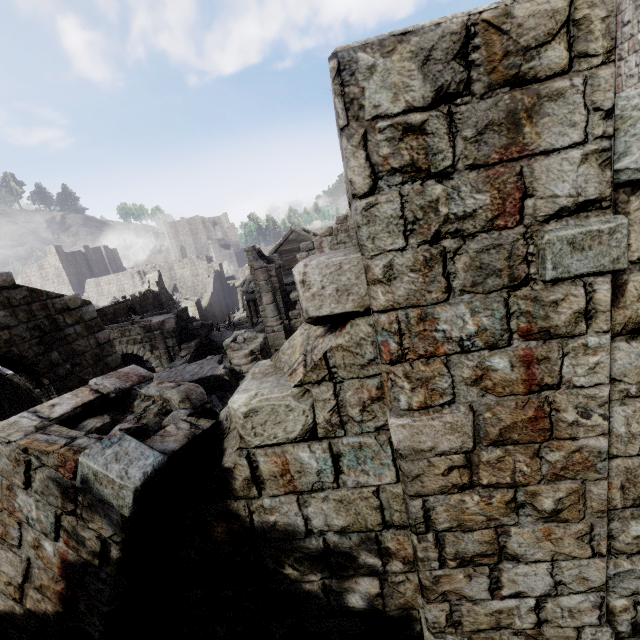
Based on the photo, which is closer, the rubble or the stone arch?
the rubble

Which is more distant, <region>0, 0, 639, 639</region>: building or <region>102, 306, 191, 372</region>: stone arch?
<region>102, 306, 191, 372</region>: stone arch

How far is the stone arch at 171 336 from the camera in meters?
16.7

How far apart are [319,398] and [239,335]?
11.27m

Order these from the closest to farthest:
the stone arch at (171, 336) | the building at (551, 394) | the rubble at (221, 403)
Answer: the building at (551, 394)
the rubble at (221, 403)
the stone arch at (171, 336)

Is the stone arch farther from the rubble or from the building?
the rubble

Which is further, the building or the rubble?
the rubble

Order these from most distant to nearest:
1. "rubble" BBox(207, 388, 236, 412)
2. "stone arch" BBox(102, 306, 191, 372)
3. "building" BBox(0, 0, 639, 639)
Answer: "stone arch" BBox(102, 306, 191, 372) < "rubble" BBox(207, 388, 236, 412) < "building" BBox(0, 0, 639, 639)
